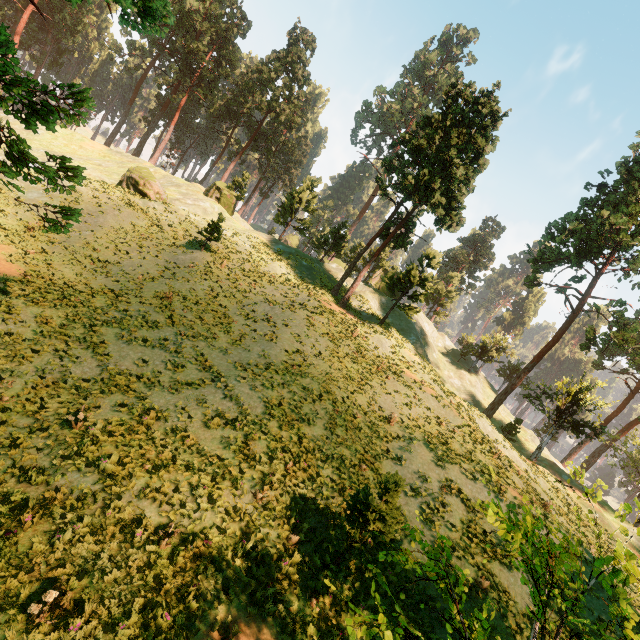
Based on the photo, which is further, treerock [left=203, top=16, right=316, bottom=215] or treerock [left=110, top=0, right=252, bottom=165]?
treerock [left=203, top=16, right=316, bottom=215]

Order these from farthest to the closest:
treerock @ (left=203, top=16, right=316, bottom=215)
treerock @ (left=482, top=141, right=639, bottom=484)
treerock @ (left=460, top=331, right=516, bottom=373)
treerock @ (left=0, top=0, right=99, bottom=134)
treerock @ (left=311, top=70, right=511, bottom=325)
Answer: treerock @ (left=460, top=331, right=516, bottom=373)
treerock @ (left=203, top=16, right=316, bottom=215)
treerock @ (left=311, top=70, right=511, bottom=325)
treerock @ (left=482, top=141, right=639, bottom=484)
treerock @ (left=0, top=0, right=99, bottom=134)

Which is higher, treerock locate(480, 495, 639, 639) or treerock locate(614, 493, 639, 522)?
treerock locate(614, 493, 639, 522)

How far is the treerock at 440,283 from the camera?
29.0 meters

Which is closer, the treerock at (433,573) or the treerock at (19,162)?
the treerock at (433,573)

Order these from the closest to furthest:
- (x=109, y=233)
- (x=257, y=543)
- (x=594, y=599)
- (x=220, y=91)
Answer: (x=257, y=543)
(x=594, y=599)
(x=109, y=233)
(x=220, y=91)
